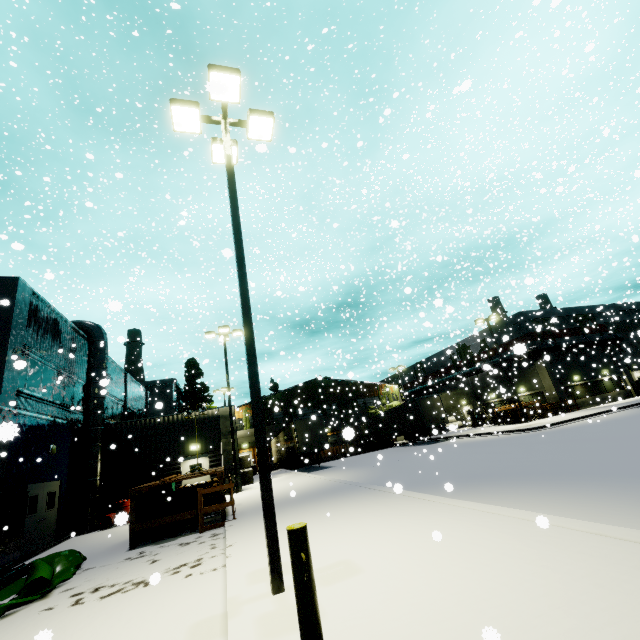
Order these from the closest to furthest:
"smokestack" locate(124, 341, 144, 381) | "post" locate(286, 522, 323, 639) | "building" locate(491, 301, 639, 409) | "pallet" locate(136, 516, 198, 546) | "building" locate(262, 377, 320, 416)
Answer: "post" locate(286, 522, 323, 639) → "pallet" locate(136, 516, 198, 546) → "building" locate(491, 301, 639, 409) → "building" locate(262, 377, 320, 416) → "smokestack" locate(124, 341, 144, 381)

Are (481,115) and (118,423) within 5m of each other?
no

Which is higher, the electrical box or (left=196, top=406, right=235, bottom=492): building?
(left=196, top=406, right=235, bottom=492): building

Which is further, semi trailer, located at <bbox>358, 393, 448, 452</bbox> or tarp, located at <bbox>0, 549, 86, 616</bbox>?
semi trailer, located at <bbox>358, 393, 448, 452</bbox>

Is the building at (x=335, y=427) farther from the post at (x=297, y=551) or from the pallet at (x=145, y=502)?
the post at (x=297, y=551)

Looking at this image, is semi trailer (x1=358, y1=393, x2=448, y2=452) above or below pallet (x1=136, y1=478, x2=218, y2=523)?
above

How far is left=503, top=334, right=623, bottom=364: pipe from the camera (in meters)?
31.79

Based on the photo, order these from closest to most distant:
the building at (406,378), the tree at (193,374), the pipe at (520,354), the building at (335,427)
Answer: the pipe at (520,354) < the tree at (193,374) < the building at (335,427) < the building at (406,378)
